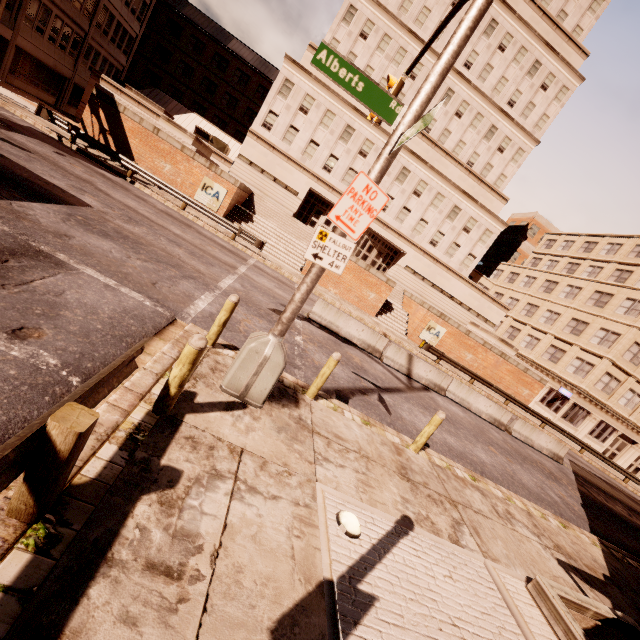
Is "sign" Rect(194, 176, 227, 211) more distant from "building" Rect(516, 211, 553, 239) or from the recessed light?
"building" Rect(516, 211, 553, 239)

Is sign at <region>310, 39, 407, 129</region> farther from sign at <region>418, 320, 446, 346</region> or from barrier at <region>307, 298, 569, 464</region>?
sign at <region>418, 320, 446, 346</region>

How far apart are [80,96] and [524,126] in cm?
4765

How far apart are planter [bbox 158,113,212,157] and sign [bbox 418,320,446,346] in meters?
22.5

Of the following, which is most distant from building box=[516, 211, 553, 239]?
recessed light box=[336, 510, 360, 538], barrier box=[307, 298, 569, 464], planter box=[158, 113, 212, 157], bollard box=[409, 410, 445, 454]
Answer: recessed light box=[336, 510, 360, 538]

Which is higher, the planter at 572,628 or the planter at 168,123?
the planter at 168,123

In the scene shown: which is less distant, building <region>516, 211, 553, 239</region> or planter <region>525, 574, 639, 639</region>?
planter <region>525, 574, 639, 639</region>

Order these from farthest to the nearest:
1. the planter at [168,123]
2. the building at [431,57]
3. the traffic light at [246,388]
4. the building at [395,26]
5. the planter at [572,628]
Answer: the building at [431,57] < the building at [395,26] < the planter at [168,123] < the traffic light at [246,388] < the planter at [572,628]
